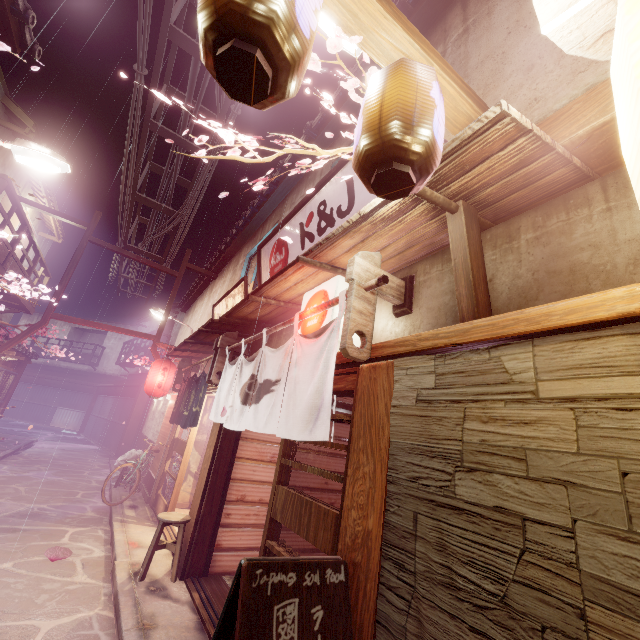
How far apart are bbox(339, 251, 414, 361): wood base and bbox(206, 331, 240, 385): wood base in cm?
653

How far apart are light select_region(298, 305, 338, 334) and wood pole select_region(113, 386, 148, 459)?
26.1m

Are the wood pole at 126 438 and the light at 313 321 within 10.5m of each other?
no

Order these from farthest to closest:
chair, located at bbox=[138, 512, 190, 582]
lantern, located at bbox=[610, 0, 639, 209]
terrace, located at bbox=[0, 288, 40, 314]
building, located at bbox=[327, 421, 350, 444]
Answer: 1. terrace, located at bbox=[0, 288, 40, 314]
2. building, located at bbox=[327, 421, 350, 444]
3. chair, located at bbox=[138, 512, 190, 582]
4. lantern, located at bbox=[610, 0, 639, 209]

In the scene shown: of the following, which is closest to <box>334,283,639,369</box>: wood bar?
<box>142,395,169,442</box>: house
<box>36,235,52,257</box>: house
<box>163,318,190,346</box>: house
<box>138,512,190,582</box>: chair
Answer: <box>142,395,169,442</box>: house

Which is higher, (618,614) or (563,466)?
(563,466)

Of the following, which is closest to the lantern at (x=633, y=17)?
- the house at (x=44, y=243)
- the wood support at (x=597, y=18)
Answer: the wood support at (x=597, y=18)

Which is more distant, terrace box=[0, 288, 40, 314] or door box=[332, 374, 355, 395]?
terrace box=[0, 288, 40, 314]
